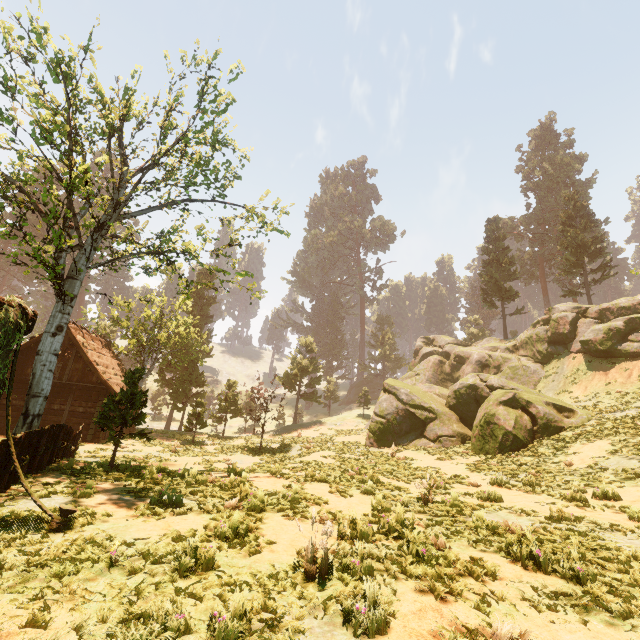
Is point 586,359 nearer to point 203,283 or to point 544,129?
point 203,283

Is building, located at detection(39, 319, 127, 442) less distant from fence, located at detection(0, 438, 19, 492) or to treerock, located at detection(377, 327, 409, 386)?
treerock, located at detection(377, 327, 409, 386)

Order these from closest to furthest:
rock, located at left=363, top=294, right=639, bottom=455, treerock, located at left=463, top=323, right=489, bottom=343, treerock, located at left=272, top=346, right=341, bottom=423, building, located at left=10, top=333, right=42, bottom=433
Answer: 1. rock, located at left=363, top=294, right=639, bottom=455
2. building, located at left=10, top=333, right=42, bottom=433
3. treerock, located at left=272, top=346, right=341, bottom=423
4. treerock, located at left=463, top=323, right=489, bottom=343

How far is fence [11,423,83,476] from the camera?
7.9m

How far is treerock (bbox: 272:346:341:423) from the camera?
39.7m

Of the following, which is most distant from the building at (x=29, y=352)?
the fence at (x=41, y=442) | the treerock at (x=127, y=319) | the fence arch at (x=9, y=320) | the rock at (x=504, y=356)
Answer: the fence arch at (x=9, y=320)

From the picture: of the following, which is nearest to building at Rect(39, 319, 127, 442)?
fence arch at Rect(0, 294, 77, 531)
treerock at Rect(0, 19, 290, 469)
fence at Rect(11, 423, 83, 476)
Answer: treerock at Rect(0, 19, 290, 469)
